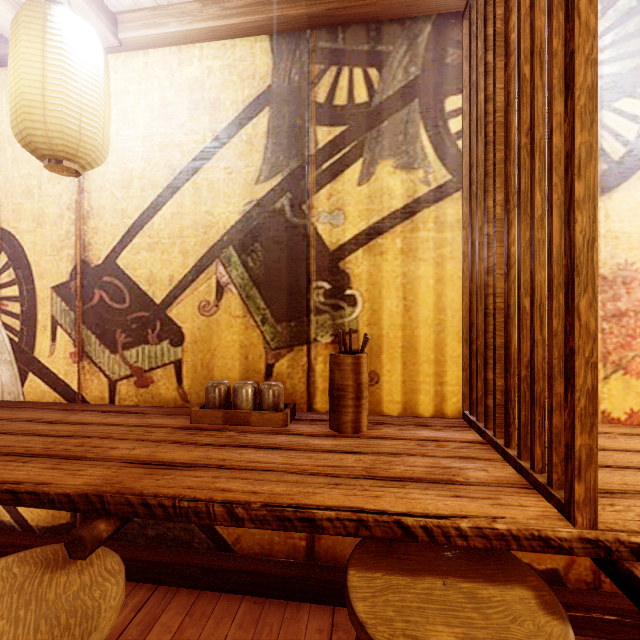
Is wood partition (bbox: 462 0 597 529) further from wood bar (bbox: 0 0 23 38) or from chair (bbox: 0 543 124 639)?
chair (bbox: 0 543 124 639)

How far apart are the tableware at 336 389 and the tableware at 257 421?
0.35m

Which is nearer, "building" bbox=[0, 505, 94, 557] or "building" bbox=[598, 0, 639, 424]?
"building" bbox=[598, 0, 639, 424]

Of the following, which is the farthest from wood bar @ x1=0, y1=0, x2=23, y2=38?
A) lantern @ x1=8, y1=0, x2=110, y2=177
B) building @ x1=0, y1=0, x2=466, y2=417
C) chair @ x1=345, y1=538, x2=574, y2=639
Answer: chair @ x1=345, y1=538, x2=574, y2=639

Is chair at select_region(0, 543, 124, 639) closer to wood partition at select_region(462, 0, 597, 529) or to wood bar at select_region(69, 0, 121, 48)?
wood partition at select_region(462, 0, 597, 529)

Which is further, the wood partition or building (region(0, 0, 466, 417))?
building (region(0, 0, 466, 417))

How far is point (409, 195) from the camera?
2.83m

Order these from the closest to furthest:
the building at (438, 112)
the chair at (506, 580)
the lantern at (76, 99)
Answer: the chair at (506, 580)
the lantern at (76, 99)
the building at (438, 112)
